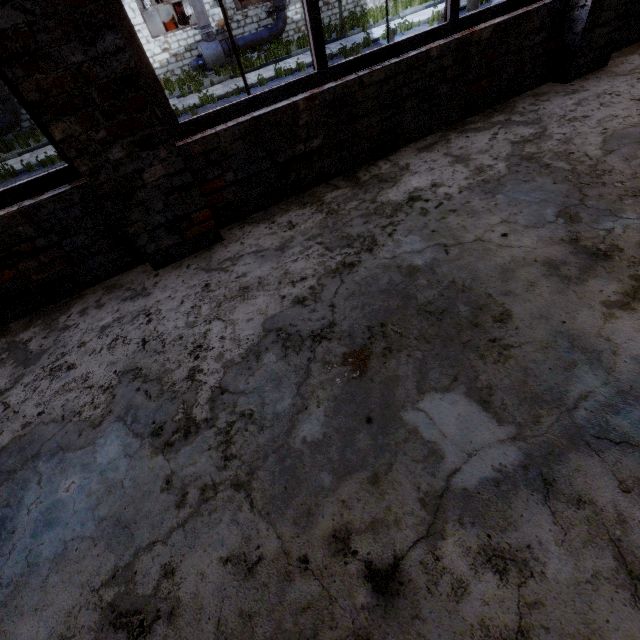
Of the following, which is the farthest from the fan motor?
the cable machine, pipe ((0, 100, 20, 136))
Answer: pipe ((0, 100, 20, 136))

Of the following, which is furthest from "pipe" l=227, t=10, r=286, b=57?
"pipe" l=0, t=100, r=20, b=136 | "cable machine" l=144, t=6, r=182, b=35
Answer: "pipe" l=0, t=100, r=20, b=136

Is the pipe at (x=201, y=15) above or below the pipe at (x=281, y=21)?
above

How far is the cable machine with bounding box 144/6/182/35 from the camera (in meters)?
17.38

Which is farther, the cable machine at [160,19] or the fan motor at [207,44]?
the cable machine at [160,19]

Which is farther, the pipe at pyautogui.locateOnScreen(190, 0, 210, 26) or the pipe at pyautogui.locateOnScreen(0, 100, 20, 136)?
the pipe at pyautogui.locateOnScreen(190, 0, 210, 26)

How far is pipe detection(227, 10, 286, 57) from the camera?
16.23m

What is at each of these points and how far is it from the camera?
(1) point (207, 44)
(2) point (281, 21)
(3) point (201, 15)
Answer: (1) fan motor, 15.7 meters
(2) pipe, 16.5 meters
(3) pipe, 15.0 meters
